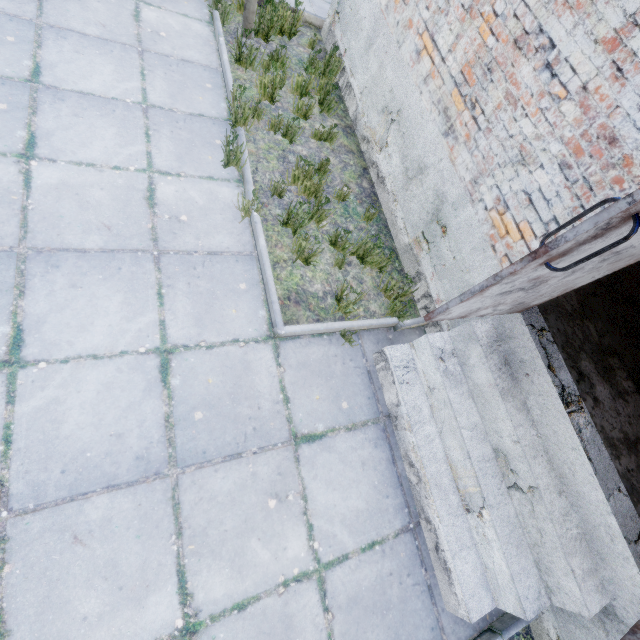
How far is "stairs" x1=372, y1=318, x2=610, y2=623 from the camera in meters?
2.6 m

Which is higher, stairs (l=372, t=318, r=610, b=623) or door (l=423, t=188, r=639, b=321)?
door (l=423, t=188, r=639, b=321)

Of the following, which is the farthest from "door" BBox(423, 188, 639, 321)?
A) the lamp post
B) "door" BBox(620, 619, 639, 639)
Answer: the lamp post

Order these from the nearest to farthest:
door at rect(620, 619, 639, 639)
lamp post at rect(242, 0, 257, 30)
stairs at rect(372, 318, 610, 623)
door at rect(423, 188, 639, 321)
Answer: door at rect(423, 188, 639, 321), door at rect(620, 619, 639, 639), stairs at rect(372, 318, 610, 623), lamp post at rect(242, 0, 257, 30)

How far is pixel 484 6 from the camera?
3.1m

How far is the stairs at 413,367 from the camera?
2.6m

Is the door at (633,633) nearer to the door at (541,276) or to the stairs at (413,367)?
the stairs at (413,367)

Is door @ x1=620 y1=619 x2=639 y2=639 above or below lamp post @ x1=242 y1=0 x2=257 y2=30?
above
